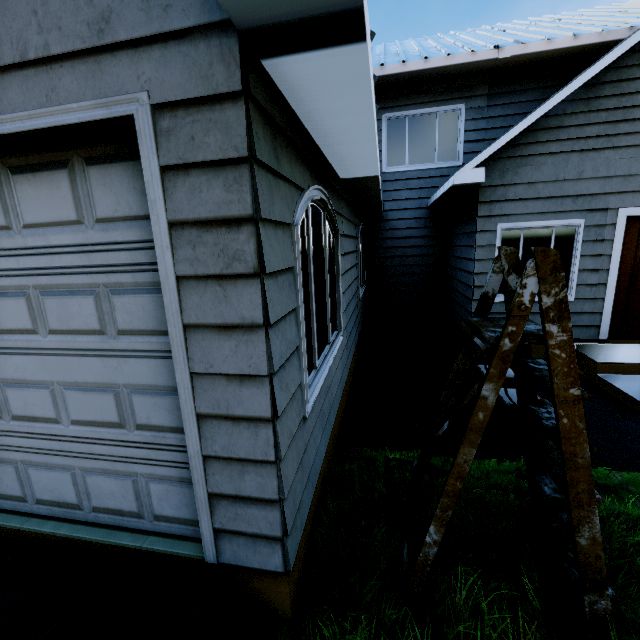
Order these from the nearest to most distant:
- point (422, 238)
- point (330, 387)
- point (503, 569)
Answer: point (503, 569), point (330, 387), point (422, 238)

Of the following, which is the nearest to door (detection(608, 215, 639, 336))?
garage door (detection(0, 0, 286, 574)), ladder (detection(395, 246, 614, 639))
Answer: ladder (detection(395, 246, 614, 639))

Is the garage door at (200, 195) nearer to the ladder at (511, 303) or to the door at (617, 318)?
the ladder at (511, 303)

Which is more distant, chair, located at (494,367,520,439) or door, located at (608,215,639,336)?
door, located at (608,215,639,336)

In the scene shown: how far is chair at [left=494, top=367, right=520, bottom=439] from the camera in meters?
3.6 m

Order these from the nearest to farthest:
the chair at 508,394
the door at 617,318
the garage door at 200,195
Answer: the garage door at 200,195, the chair at 508,394, the door at 617,318

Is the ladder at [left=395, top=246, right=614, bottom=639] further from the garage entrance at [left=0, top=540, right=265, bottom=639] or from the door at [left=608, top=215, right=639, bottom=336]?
the door at [left=608, top=215, right=639, bottom=336]

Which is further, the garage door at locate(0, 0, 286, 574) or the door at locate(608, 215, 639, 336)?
the door at locate(608, 215, 639, 336)
